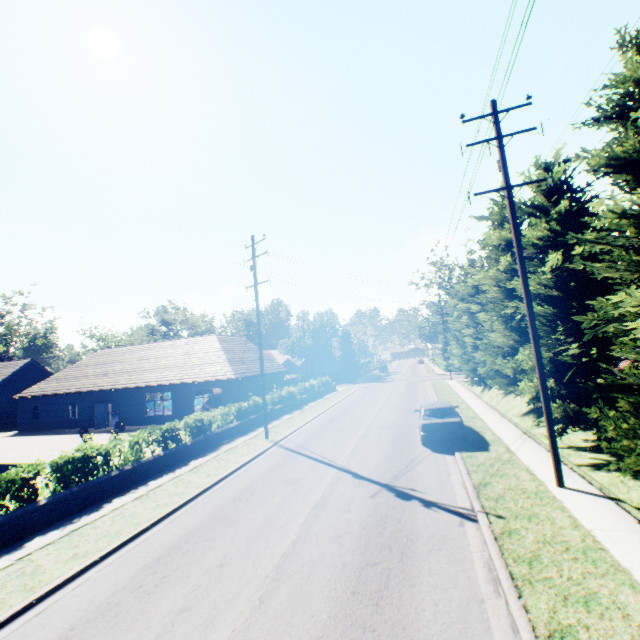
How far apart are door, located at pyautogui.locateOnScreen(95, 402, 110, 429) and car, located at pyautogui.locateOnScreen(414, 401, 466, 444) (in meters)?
27.40

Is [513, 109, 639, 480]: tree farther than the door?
No

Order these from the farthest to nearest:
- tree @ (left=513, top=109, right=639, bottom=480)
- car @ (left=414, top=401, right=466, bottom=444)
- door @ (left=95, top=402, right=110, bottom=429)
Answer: door @ (left=95, top=402, right=110, bottom=429)
car @ (left=414, top=401, right=466, bottom=444)
tree @ (left=513, top=109, right=639, bottom=480)

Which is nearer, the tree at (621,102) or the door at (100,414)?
the tree at (621,102)

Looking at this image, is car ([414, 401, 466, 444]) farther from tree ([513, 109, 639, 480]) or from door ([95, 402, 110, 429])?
door ([95, 402, 110, 429])

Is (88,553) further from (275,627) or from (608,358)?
(608,358)

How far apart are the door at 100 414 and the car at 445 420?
27.40m
